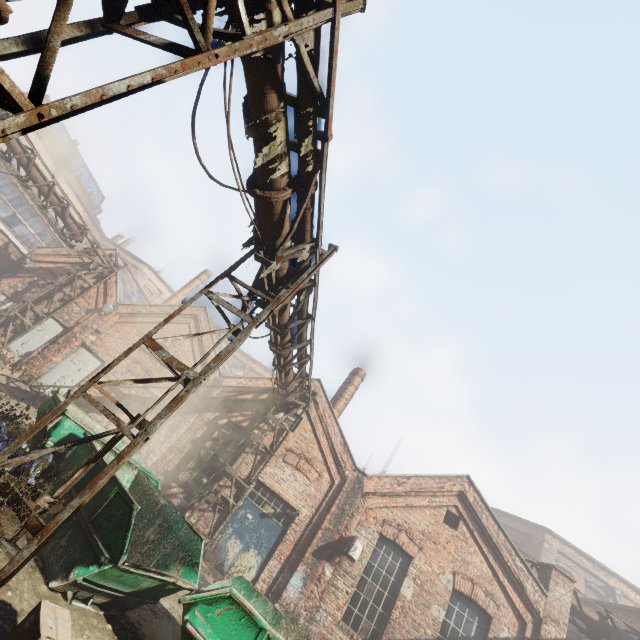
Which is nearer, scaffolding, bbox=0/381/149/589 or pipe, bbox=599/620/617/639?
scaffolding, bbox=0/381/149/589

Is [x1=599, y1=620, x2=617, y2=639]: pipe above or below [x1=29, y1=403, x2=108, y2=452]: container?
above

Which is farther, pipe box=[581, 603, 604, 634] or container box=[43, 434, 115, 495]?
pipe box=[581, 603, 604, 634]

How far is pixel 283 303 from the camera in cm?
604

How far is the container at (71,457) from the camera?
Result: 6.0m

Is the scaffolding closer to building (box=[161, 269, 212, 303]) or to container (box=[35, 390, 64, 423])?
container (box=[35, 390, 64, 423])

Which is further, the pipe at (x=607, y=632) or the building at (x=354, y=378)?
the building at (x=354, y=378)

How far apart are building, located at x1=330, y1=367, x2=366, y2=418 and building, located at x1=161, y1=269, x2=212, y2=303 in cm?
1502
